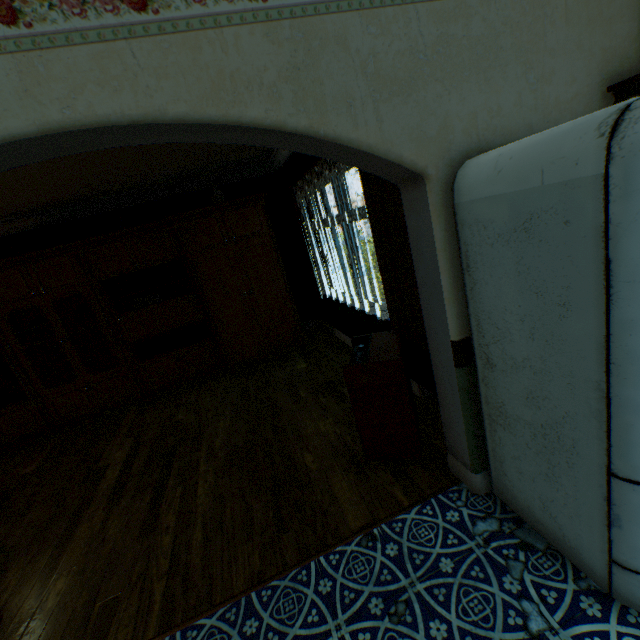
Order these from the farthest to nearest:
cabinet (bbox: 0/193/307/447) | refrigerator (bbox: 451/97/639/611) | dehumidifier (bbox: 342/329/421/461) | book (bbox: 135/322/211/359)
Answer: book (bbox: 135/322/211/359) → cabinet (bbox: 0/193/307/447) → dehumidifier (bbox: 342/329/421/461) → refrigerator (bbox: 451/97/639/611)

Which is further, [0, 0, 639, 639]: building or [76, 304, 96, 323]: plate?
[76, 304, 96, 323]: plate

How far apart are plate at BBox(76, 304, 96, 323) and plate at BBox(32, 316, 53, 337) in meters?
0.4 m

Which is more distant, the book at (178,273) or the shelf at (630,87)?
the book at (178,273)

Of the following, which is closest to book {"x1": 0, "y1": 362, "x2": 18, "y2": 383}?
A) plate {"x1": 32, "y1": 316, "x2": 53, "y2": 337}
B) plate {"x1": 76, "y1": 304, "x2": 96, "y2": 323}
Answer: plate {"x1": 32, "y1": 316, "x2": 53, "y2": 337}

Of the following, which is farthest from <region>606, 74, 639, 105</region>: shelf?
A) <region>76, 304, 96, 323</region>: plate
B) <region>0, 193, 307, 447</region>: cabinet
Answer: <region>76, 304, 96, 323</region>: plate

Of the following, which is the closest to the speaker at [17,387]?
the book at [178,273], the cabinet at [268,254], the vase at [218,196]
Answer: the cabinet at [268,254]

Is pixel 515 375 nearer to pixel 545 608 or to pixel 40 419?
pixel 545 608
